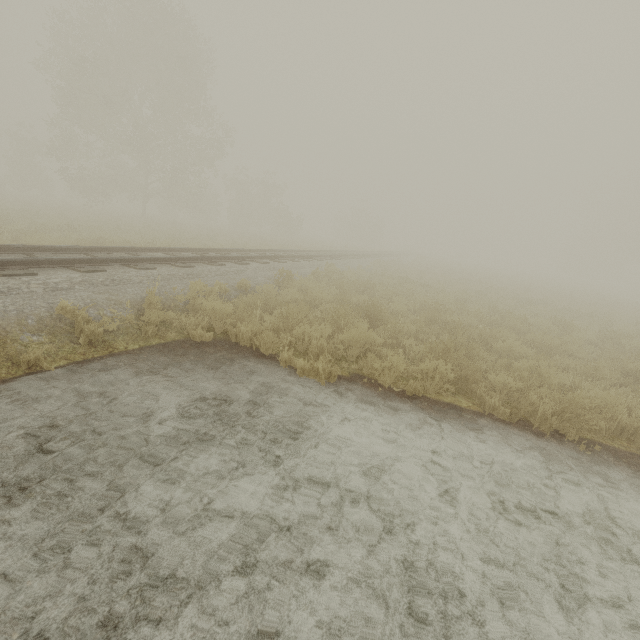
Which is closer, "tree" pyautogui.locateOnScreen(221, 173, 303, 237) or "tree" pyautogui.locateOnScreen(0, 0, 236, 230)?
"tree" pyautogui.locateOnScreen(0, 0, 236, 230)

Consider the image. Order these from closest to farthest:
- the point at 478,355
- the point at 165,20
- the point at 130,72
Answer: the point at 478,355 → the point at 130,72 → the point at 165,20

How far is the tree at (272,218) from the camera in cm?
3771

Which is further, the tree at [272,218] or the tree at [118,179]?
the tree at [272,218]

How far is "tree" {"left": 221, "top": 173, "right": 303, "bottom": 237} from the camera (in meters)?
37.71
